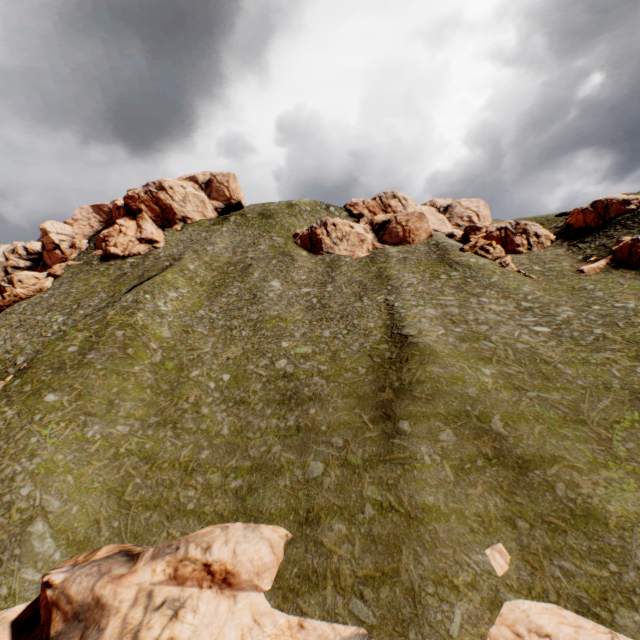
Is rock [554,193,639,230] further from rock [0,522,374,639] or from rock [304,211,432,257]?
rock [0,522,374,639]

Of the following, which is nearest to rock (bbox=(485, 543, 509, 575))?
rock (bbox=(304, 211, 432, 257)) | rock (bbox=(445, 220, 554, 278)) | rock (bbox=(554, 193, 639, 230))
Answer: rock (bbox=(554, 193, 639, 230))

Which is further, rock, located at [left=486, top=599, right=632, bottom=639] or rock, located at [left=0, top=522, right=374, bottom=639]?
rock, located at [left=0, top=522, right=374, bottom=639]

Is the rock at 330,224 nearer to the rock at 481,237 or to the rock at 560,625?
the rock at 481,237

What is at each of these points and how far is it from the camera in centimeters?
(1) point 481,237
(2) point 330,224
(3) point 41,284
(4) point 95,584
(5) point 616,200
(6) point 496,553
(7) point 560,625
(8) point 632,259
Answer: (1) rock, 5084cm
(2) rock, 5931cm
(3) rock, 5825cm
(4) rock, 1459cm
(5) rock, 4528cm
(6) rock, 1467cm
(7) rock, 1195cm
(8) rock, 3631cm

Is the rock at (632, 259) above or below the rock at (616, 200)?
below
